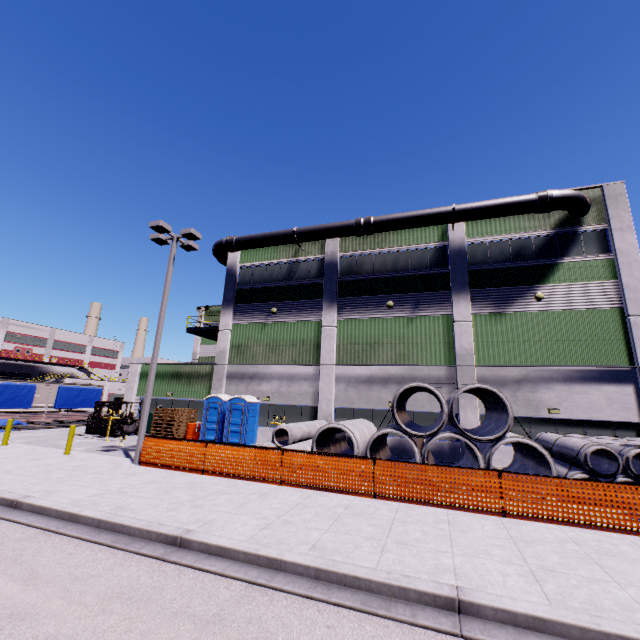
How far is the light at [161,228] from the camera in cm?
1274

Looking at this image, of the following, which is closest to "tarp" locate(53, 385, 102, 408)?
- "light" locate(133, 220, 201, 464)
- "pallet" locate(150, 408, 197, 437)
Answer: "pallet" locate(150, 408, 197, 437)

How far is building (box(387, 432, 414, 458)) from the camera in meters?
17.6

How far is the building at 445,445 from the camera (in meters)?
16.78

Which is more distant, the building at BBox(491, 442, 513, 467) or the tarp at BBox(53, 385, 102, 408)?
the tarp at BBox(53, 385, 102, 408)

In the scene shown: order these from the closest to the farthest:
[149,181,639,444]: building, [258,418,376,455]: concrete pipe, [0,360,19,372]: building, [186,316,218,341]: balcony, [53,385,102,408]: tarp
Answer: [258,418,376,455]: concrete pipe, [149,181,639,444]: building, [186,316,218,341]: balcony, [53,385,102,408]: tarp, [0,360,19,372]: building

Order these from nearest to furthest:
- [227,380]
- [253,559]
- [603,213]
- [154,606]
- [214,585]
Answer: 1. [154,606]
2. [214,585]
3. [253,559]
4. [603,213]
5. [227,380]
